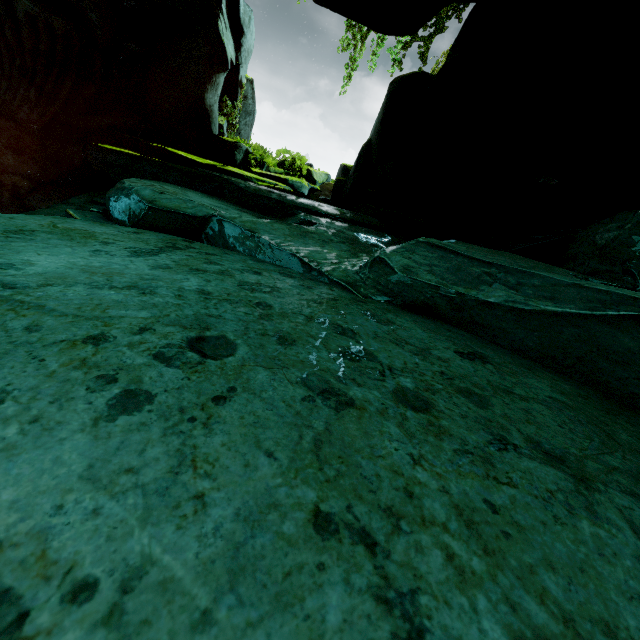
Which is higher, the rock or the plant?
the plant

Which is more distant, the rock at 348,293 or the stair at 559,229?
the stair at 559,229

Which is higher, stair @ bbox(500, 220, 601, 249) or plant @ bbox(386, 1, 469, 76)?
plant @ bbox(386, 1, 469, 76)

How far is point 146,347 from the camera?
1.1 meters

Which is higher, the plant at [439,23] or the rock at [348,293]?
the plant at [439,23]

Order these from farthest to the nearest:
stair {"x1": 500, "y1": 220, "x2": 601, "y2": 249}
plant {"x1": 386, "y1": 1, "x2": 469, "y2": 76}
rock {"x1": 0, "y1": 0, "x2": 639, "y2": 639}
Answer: plant {"x1": 386, "y1": 1, "x2": 469, "y2": 76} → stair {"x1": 500, "y1": 220, "x2": 601, "y2": 249} → rock {"x1": 0, "y1": 0, "x2": 639, "y2": 639}

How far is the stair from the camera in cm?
572

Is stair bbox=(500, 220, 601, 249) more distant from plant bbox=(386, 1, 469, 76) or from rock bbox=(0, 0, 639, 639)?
plant bbox=(386, 1, 469, 76)
